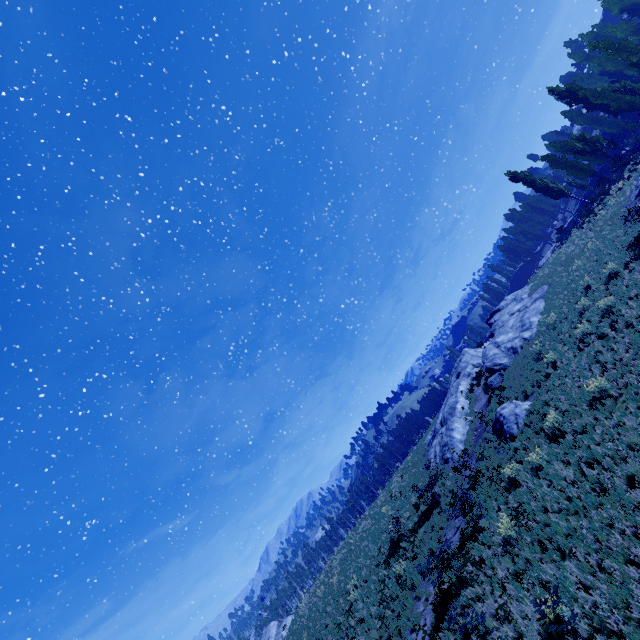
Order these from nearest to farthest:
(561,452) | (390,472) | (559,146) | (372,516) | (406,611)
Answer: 1. (561,452)
2. (406,611)
3. (372,516)
4. (390,472)
5. (559,146)

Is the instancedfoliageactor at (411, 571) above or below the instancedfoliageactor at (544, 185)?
below

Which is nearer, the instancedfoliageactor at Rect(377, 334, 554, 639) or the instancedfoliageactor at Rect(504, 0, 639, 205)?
the instancedfoliageactor at Rect(377, 334, 554, 639)

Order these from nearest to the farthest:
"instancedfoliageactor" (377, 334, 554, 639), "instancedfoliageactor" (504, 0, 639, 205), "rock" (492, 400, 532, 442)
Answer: "instancedfoliageactor" (377, 334, 554, 639)
"rock" (492, 400, 532, 442)
"instancedfoliageactor" (504, 0, 639, 205)

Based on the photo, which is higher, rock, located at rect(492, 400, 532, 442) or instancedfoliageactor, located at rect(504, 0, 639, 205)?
instancedfoliageactor, located at rect(504, 0, 639, 205)

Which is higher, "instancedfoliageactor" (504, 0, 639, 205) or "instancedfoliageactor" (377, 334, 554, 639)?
"instancedfoliageactor" (504, 0, 639, 205)

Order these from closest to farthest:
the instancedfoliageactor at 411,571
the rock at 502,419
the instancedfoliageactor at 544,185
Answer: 1. the instancedfoliageactor at 411,571
2. the rock at 502,419
3. the instancedfoliageactor at 544,185

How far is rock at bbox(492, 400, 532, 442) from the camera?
17.94m
